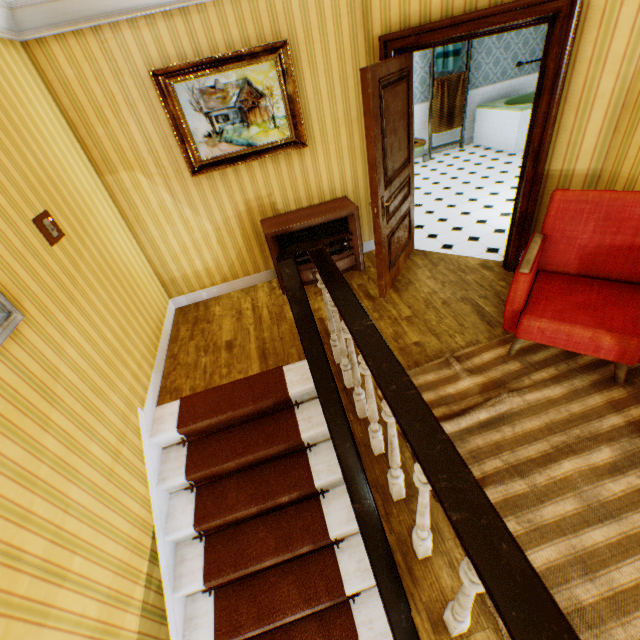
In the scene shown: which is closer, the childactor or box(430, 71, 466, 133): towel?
the childactor

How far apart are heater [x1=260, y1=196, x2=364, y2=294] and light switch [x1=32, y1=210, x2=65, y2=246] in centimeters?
191cm

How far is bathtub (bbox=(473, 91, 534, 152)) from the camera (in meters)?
6.88

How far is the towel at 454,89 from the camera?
7.2 meters

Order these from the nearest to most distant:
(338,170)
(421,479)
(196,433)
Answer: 1. (421,479)
2. (196,433)
3. (338,170)

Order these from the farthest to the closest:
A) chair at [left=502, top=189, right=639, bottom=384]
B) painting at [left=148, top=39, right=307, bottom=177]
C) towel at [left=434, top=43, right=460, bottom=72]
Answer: towel at [left=434, top=43, right=460, bottom=72]
painting at [left=148, top=39, right=307, bottom=177]
chair at [left=502, top=189, right=639, bottom=384]

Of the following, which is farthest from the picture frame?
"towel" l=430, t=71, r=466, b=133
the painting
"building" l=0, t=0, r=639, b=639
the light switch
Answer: "towel" l=430, t=71, r=466, b=133

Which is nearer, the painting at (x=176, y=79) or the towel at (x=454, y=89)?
the painting at (x=176, y=79)
